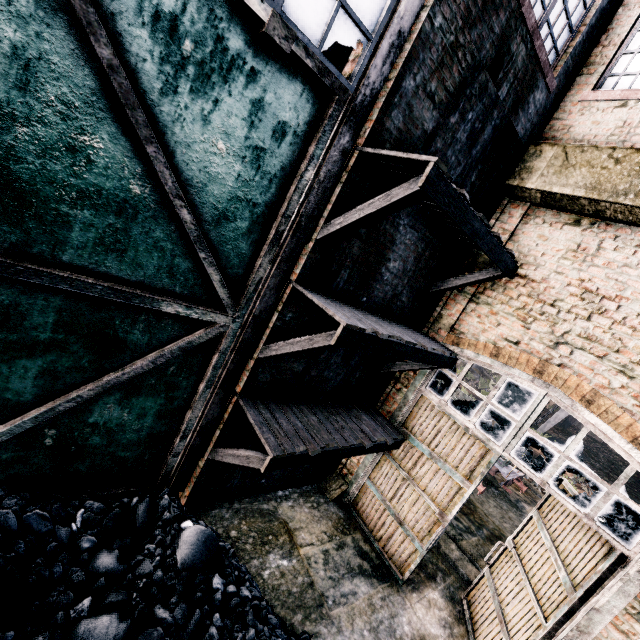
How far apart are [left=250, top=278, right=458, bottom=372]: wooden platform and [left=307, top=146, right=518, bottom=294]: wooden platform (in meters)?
0.61

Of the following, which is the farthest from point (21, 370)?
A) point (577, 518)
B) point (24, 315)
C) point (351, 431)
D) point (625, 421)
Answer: point (577, 518)

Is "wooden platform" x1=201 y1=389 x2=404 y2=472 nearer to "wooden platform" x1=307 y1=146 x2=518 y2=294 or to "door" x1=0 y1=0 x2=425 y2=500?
"door" x1=0 y1=0 x2=425 y2=500

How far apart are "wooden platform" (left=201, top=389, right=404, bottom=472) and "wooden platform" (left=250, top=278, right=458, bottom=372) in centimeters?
65cm

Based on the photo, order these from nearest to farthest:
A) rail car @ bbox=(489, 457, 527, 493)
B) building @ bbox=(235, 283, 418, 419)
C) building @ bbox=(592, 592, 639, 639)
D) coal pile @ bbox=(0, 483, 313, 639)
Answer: coal pile @ bbox=(0, 483, 313, 639) → building @ bbox=(592, 592, 639, 639) → building @ bbox=(235, 283, 418, 419) → rail car @ bbox=(489, 457, 527, 493)

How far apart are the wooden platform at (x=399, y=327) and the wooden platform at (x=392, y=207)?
0.6 meters

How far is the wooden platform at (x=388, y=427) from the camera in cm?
478

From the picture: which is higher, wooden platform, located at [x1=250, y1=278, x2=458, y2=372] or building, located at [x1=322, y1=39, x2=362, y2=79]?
building, located at [x1=322, y1=39, x2=362, y2=79]
